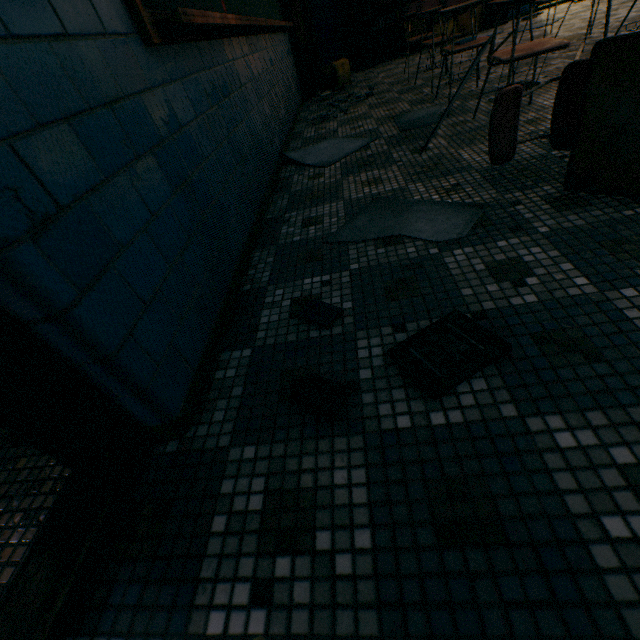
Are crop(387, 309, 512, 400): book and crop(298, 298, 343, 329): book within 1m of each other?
yes

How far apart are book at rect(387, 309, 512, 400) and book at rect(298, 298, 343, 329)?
0.3 meters

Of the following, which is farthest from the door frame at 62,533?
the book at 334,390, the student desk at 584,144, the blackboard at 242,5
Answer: the student desk at 584,144

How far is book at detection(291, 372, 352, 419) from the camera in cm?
94

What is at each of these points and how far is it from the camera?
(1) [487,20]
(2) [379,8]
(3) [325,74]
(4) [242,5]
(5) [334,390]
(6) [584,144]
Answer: (1) bookcase, 6.8m
(2) bookcase, 6.6m
(3) cardboard box, 5.4m
(4) blackboard, 2.5m
(5) book, 1.0m
(6) student desk, 1.4m

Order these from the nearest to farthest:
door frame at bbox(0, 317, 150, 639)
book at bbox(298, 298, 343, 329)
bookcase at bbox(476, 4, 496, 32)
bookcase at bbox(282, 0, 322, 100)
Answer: door frame at bbox(0, 317, 150, 639)
book at bbox(298, 298, 343, 329)
bookcase at bbox(282, 0, 322, 100)
bookcase at bbox(476, 4, 496, 32)

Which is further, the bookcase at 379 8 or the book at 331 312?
the bookcase at 379 8

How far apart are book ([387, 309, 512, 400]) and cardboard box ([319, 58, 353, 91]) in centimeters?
589cm
